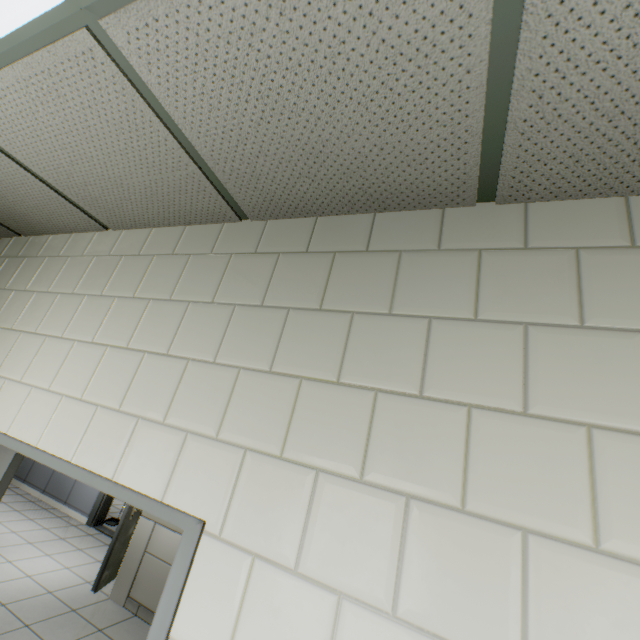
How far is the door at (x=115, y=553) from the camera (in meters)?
4.30

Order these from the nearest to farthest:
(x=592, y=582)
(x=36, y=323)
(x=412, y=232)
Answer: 1. (x=592, y=582)
2. (x=412, y=232)
3. (x=36, y=323)

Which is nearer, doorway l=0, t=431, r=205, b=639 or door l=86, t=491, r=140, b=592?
doorway l=0, t=431, r=205, b=639

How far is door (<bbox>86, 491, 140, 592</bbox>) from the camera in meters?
4.3

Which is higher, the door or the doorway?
the doorway

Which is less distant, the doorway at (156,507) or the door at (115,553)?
the doorway at (156,507)
